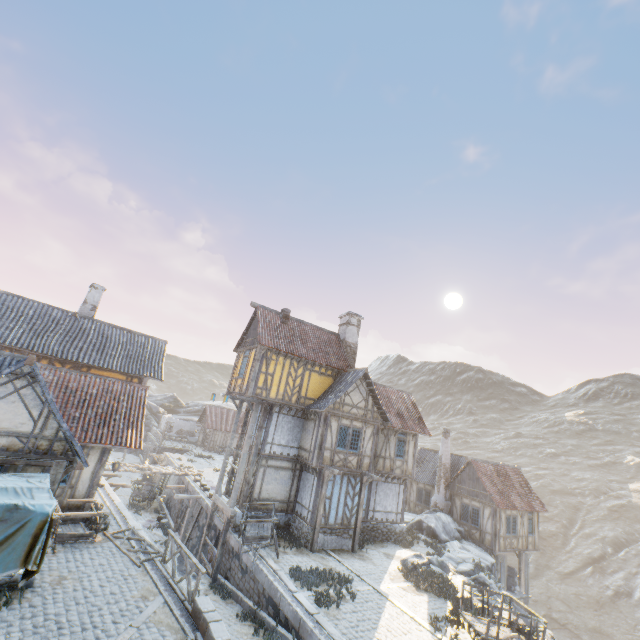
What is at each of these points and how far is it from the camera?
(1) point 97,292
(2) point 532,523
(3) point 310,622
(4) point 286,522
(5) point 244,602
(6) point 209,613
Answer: (1) chimney, 22.34m
(2) building, 26.38m
(3) stone gutter, 10.58m
(4) stone foundation, 18.50m
(5) stone blocks, 13.76m
(6) stone blocks, 9.12m

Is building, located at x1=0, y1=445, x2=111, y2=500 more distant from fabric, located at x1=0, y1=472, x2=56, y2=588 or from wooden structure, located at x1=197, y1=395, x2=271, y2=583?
wooden structure, located at x1=197, y1=395, x2=271, y2=583

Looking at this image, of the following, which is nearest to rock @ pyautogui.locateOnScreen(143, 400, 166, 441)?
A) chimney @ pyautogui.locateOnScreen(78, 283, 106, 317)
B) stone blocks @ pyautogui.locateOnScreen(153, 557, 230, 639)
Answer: stone blocks @ pyautogui.locateOnScreen(153, 557, 230, 639)

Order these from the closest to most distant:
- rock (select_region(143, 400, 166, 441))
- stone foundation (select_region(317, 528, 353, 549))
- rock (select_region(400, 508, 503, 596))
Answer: rock (select_region(400, 508, 503, 596))
stone foundation (select_region(317, 528, 353, 549))
rock (select_region(143, 400, 166, 441))

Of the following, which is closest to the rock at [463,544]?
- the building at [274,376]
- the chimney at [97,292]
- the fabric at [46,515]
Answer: the building at [274,376]

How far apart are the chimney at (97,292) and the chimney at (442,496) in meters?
29.6 m

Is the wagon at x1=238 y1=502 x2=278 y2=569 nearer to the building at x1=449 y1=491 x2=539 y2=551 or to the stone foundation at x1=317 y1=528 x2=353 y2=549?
the stone foundation at x1=317 y1=528 x2=353 y2=549

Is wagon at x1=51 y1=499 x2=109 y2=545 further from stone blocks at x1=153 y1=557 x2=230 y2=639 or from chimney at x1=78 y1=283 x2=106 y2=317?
chimney at x1=78 y1=283 x2=106 y2=317
